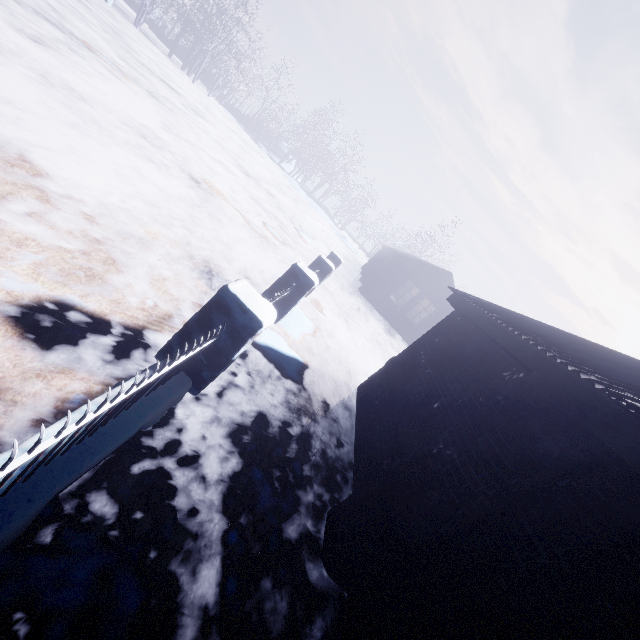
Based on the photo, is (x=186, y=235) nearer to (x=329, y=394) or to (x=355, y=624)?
(x=329, y=394)

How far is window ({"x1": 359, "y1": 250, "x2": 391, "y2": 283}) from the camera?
17.33m

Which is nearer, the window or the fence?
the fence

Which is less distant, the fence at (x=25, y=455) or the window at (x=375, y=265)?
the fence at (x=25, y=455)

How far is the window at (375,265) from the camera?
17.3 meters

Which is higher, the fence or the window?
the window
